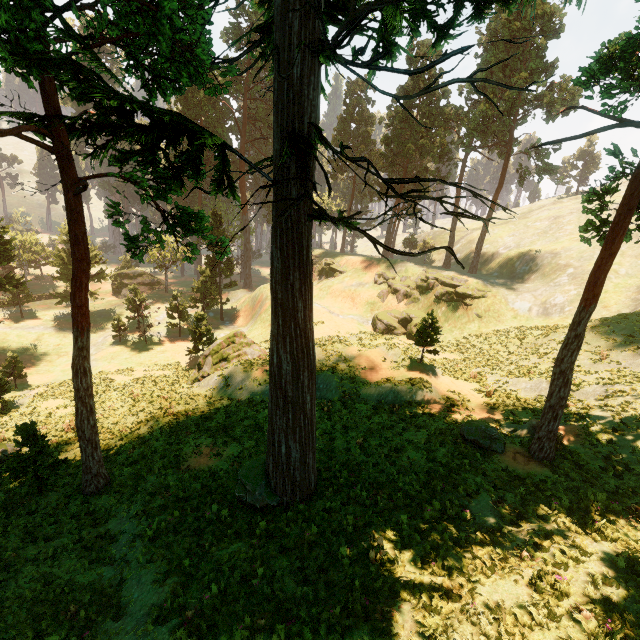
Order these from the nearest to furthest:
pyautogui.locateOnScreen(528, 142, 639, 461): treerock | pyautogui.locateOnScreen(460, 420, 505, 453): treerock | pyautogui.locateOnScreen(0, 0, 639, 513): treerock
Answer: pyautogui.locateOnScreen(0, 0, 639, 513): treerock → pyautogui.locateOnScreen(528, 142, 639, 461): treerock → pyautogui.locateOnScreen(460, 420, 505, 453): treerock

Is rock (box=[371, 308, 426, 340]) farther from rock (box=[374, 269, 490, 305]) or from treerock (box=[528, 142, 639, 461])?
treerock (box=[528, 142, 639, 461])

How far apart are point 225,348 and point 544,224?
55.9 meters

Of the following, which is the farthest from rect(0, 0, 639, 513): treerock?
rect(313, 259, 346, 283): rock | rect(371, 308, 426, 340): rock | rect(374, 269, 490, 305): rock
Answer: rect(371, 308, 426, 340): rock

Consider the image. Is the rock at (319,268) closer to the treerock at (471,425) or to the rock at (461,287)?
the treerock at (471,425)

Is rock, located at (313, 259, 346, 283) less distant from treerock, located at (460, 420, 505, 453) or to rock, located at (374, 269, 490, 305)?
treerock, located at (460, 420, 505, 453)

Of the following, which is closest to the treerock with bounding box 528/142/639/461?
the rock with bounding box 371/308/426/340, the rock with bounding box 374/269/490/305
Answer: the rock with bounding box 374/269/490/305
